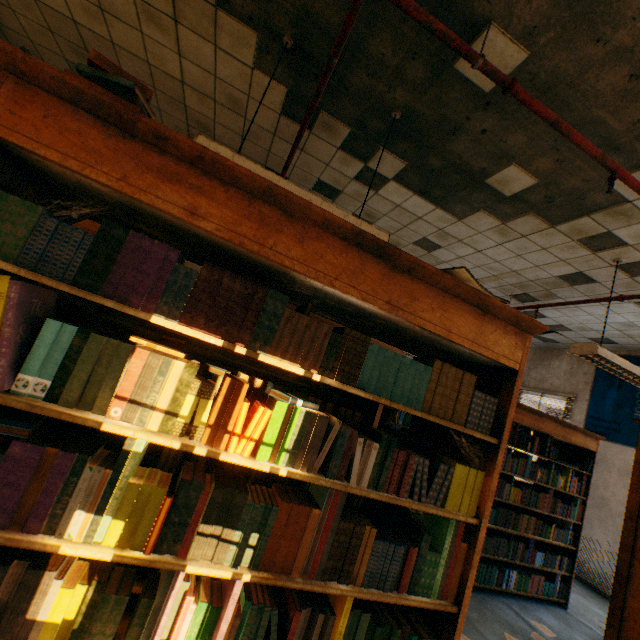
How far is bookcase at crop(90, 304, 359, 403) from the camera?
1.7 meters

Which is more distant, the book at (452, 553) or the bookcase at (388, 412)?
the bookcase at (388, 412)

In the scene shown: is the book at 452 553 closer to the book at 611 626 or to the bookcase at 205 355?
the bookcase at 205 355

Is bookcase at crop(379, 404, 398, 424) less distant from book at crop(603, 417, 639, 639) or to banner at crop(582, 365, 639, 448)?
book at crop(603, 417, 639, 639)

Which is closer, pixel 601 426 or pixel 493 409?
pixel 493 409

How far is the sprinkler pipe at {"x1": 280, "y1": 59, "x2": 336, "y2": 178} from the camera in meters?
2.2 m
